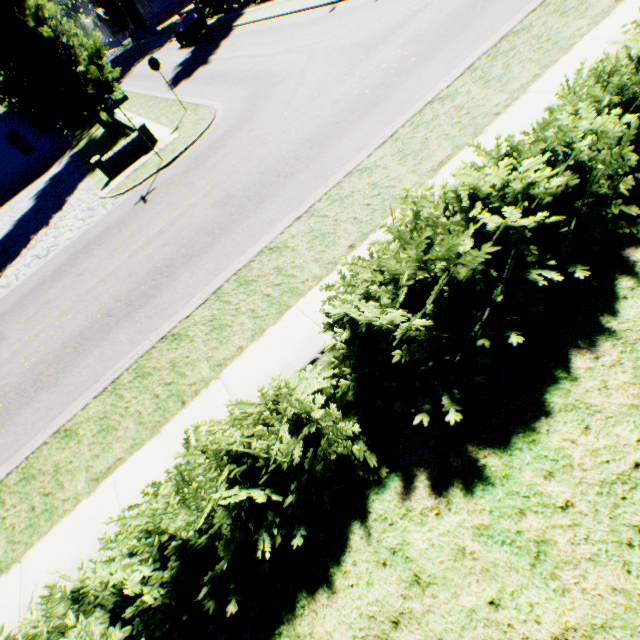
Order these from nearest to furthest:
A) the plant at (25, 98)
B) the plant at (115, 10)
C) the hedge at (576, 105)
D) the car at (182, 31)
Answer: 1. the hedge at (576, 105)
2. the plant at (25, 98)
3. the car at (182, 31)
4. the plant at (115, 10)

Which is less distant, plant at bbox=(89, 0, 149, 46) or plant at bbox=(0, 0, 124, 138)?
plant at bbox=(0, 0, 124, 138)

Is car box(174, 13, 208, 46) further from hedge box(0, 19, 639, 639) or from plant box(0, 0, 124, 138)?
hedge box(0, 19, 639, 639)

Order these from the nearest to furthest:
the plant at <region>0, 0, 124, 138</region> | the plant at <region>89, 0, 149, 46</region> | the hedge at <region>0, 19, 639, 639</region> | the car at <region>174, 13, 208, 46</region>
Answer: the hedge at <region>0, 19, 639, 639</region>, the plant at <region>0, 0, 124, 138</region>, the car at <region>174, 13, 208, 46</region>, the plant at <region>89, 0, 149, 46</region>

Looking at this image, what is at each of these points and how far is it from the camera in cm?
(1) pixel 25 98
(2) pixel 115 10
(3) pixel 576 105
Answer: (1) plant, 1850
(2) plant, 4631
(3) hedge, 443

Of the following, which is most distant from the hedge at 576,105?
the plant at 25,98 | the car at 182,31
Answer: the car at 182,31
